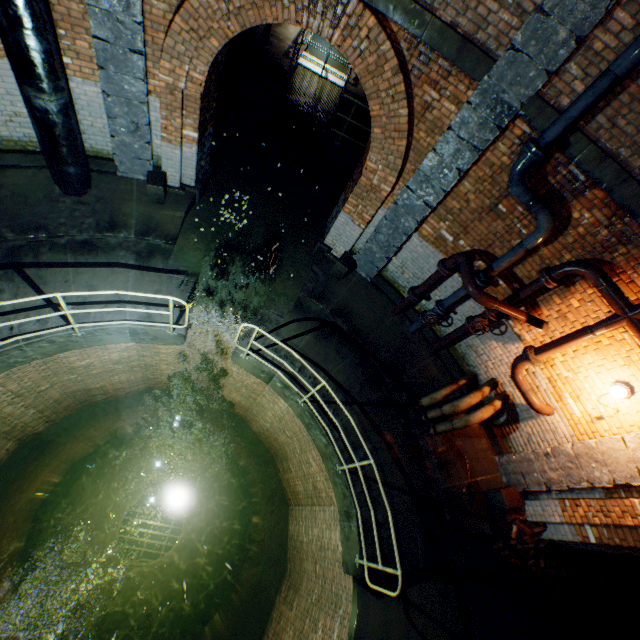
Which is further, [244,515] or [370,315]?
[244,515]

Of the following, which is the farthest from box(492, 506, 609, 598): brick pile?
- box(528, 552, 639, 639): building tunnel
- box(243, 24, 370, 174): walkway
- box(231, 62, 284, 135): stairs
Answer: box(231, 62, 284, 135): stairs

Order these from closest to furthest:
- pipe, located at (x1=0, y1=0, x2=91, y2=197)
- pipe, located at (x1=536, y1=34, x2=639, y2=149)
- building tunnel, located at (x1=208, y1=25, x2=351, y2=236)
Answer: pipe, located at (x1=536, y1=34, x2=639, y2=149)
pipe, located at (x1=0, y1=0, x2=91, y2=197)
building tunnel, located at (x1=208, y1=25, x2=351, y2=236)

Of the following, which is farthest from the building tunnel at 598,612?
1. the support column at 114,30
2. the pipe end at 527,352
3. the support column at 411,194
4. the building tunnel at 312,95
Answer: the support column at 114,30

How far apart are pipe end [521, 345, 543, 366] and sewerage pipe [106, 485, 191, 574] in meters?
14.4 m

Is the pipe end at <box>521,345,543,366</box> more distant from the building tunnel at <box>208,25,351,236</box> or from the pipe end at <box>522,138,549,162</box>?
the building tunnel at <box>208,25,351,236</box>

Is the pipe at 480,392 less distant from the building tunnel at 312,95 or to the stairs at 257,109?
the building tunnel at 312,95

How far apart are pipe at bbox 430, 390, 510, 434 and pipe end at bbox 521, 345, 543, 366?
1.0m
